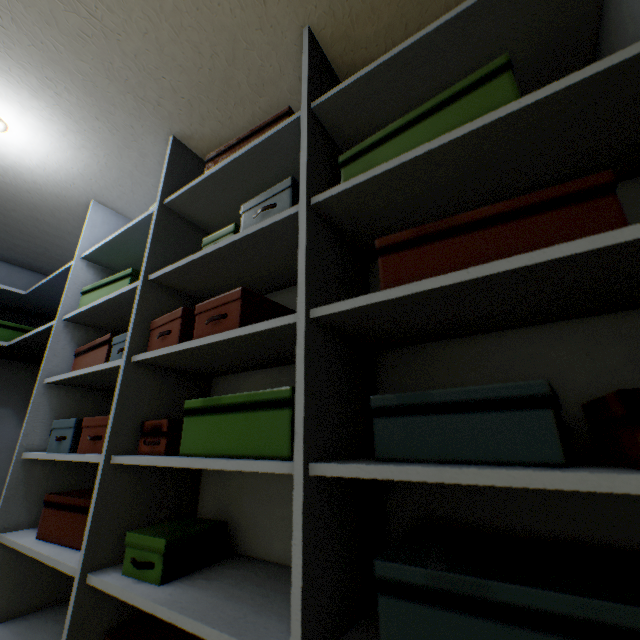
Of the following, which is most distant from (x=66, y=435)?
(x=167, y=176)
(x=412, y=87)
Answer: (x=412, y=87)

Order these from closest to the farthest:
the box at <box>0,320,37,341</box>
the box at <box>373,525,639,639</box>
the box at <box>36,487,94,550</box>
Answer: the box at <box>373,525,639,639</box> → the box at <box>36,487,94,550</box> → the box at <box>0,320,37,341</box>

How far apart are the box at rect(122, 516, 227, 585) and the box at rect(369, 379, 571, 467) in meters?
0.6 m

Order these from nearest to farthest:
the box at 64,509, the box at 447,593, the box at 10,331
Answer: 1. the box at 447,593
2. the box at 64,509
3. the box at 10,331

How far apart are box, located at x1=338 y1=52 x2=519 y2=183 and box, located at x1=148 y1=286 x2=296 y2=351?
0.41m

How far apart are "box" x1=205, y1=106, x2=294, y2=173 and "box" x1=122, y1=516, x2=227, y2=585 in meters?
1.2 m

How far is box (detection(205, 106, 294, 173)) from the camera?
1.1 meters

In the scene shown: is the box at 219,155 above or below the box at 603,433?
above
